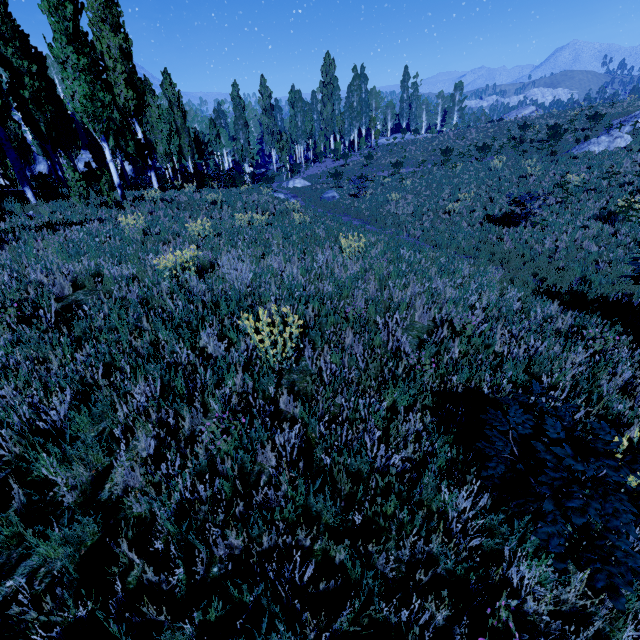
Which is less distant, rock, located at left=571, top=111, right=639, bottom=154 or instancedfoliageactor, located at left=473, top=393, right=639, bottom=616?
instancedfoliageactor, located at left=473, top=393, right=639, bottom=616

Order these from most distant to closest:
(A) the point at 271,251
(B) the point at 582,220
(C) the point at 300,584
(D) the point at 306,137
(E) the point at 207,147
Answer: (E) the point at 207,147 → (D) the point at 306,137 → (B) the point at 582,220 → (A) the point at 271,251 → (C) the point at 300,584

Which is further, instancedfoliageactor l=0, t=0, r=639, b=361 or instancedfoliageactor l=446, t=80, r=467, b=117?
instancedfoliageactor l=446, t=80, r=467, b=117

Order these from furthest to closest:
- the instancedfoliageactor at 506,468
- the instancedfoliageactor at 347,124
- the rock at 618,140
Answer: the rock at 618,140 < the instancedfoliageactor at 347,124 < the instancedfoliageactor at 506,468

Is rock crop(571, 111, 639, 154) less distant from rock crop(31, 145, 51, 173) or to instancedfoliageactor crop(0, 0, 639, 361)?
instancedfoliageactor crop(0, 0, 639, 361)

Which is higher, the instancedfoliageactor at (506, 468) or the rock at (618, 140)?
the rock at (618, 140)

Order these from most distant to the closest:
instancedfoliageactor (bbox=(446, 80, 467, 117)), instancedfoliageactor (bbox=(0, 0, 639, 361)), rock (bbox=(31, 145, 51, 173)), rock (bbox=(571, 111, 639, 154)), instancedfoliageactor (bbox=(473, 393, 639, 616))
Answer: instancedfoliageactor (bbox=(446, 80, 467, 117)), rock (bbox=(31, 145, 51, 173)), rock (bbox=(571, 111, 639, 154)), instancedfoliageactor (bbox=(0, 0, 639, 361)), instancedfoliageactor (bbox=(473, 393, 639, 616))
